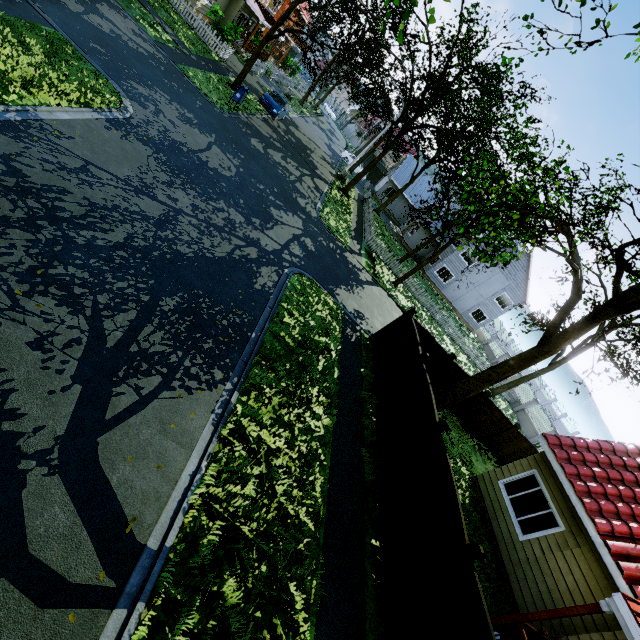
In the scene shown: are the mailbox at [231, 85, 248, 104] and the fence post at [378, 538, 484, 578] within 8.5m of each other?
no

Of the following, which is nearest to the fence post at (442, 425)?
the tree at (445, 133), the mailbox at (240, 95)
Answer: the tree at (445, 133)

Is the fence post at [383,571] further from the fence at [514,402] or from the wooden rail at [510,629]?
the wooden rail at [510,629]

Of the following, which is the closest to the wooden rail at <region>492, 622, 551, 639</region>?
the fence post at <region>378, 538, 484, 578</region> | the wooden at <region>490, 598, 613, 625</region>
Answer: the wooden at <region>490, 598, 613, 625</region>

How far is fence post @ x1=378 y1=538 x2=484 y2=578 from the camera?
5.76m

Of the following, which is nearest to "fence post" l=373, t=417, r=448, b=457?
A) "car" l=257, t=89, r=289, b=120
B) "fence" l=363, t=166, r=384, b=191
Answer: "fence" l=363, t=166, r=384, b=191

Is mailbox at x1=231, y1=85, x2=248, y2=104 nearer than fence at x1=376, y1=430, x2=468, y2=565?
No

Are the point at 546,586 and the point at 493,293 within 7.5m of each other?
no
